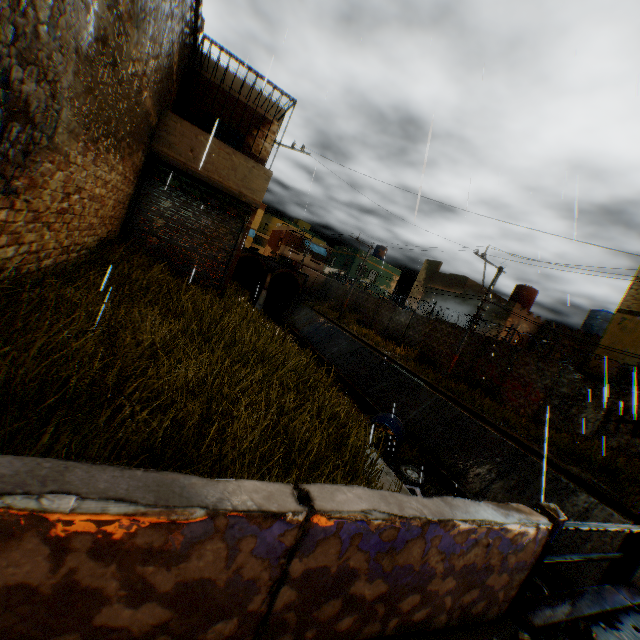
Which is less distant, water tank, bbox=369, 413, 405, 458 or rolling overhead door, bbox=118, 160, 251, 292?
rolling overhead door, bbox=118, 160, 251, 292

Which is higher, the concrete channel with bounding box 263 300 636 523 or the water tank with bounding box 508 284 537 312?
the water tank with bounding box 508 284 537 312

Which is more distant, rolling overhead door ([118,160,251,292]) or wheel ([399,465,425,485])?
wheel ([399,465,425,485])

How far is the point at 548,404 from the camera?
14.2 meters

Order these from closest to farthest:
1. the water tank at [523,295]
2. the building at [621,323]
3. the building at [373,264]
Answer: the building at [621,323] < the water tank at [523,295] < the building at [373,264]

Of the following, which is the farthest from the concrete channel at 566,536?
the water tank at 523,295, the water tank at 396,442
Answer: the water tank at 523,295

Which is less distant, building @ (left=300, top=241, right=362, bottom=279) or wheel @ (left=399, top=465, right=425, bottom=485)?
wheel @ (left=399, top=465, right=425, bottom=485)
